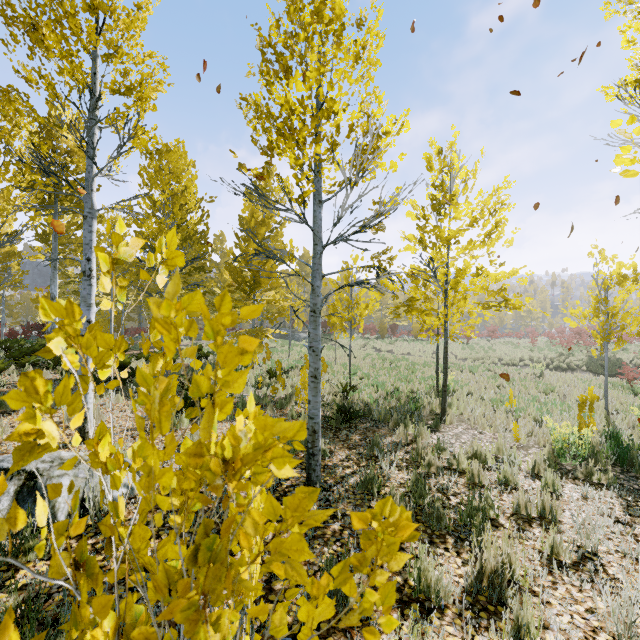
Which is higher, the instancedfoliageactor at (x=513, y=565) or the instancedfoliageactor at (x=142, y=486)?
the instancedfoliageactor at (x=142, y=486)

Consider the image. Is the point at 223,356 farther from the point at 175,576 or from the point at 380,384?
the point at 380,384

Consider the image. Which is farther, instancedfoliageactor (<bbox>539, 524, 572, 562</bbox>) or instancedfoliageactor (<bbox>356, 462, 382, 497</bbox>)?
instancedfoliageactor (<bbox>356, 462, 382, 497</bbox>)

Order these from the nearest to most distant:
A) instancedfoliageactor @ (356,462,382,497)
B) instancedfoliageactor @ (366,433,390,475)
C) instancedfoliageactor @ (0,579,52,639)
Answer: instancedfoliageactor @ (0,579,52,639), instancedfoliageactor @ (356,462,382,497), instancedfoliageactor @ (366,433,390,475)

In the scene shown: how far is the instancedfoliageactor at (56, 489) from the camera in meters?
0.7
